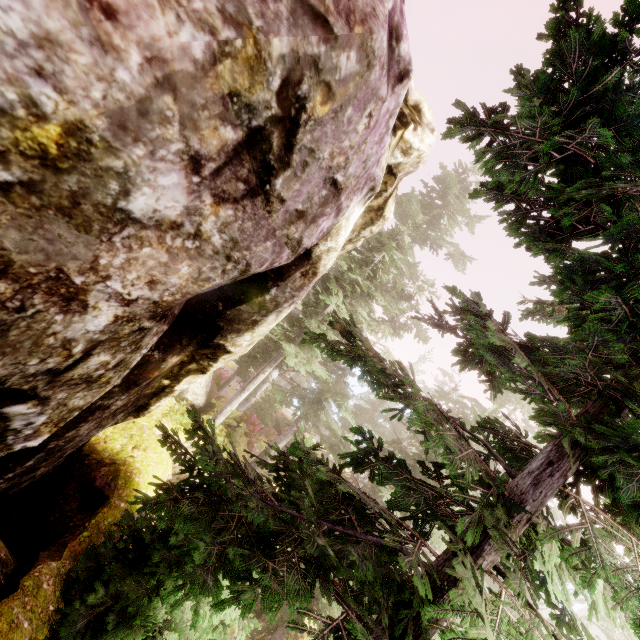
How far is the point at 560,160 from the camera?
2.88m
